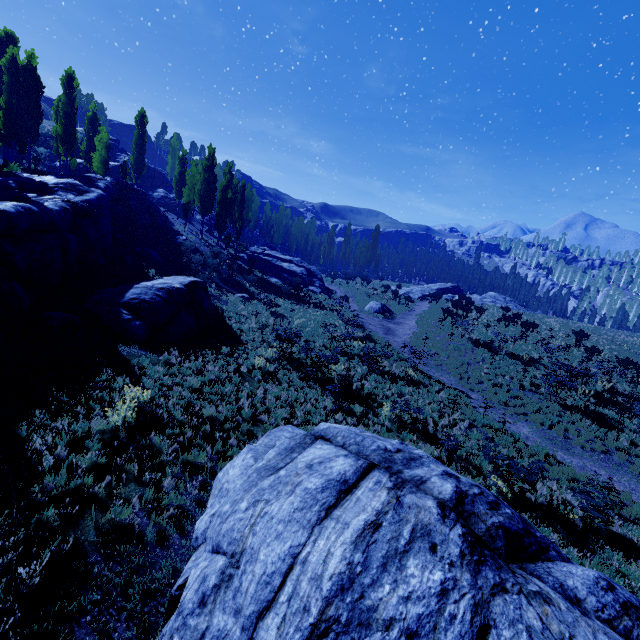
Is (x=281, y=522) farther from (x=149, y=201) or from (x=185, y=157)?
(x=185, y=157)

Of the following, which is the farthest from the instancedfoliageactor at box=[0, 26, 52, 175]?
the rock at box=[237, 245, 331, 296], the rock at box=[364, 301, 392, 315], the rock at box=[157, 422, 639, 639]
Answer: the rock at box=[364, 301, 392, 315]

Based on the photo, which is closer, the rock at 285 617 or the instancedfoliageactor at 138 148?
the rock at 285 617

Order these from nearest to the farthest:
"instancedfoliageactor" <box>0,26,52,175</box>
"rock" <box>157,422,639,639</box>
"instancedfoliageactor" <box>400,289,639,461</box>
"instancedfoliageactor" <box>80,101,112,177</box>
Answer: "rock" <box>157,422,639,639</box> → "instancedfoliageactor" <box>400,289,639,461</box> → "instancedfoliageactor" <box>0,26,52,175</box> → "instancedfoliageactor" <box>80,101,112,177</box>

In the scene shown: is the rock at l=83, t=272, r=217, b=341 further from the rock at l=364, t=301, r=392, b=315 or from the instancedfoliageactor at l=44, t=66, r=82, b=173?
the rock at l=364, t=301, r=392, b=315

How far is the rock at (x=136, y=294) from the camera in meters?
13.1 m

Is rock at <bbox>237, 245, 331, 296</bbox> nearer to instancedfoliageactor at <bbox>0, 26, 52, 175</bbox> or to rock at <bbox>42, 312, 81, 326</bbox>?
instancedfoliageactor at <bbox>0, 26, 52, 175</bbox>

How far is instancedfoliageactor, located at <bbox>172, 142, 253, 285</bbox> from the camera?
30.3m
